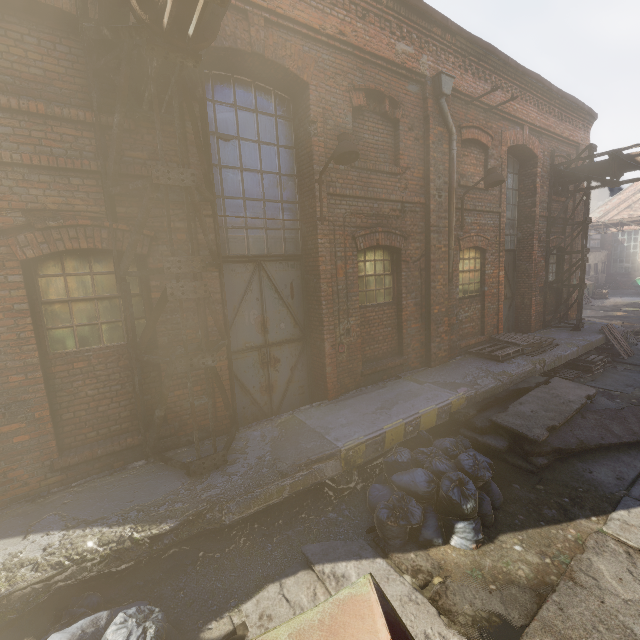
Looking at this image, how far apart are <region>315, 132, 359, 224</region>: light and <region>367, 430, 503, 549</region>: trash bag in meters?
4.0

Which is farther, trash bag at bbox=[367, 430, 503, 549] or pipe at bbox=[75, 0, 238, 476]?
trash bag at bbox=[367, 430, 503, 549]

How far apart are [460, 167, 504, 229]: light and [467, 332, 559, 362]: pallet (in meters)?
3.19

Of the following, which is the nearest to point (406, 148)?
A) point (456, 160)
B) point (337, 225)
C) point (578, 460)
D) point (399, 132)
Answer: point (399, 132)

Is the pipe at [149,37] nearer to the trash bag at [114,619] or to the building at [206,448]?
the building at [206,448]

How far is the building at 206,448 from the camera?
4.57m

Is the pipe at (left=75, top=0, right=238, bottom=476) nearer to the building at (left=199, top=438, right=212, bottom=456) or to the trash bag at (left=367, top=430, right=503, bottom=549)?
the building at (left=199, top=438, right=212, bottom=456)

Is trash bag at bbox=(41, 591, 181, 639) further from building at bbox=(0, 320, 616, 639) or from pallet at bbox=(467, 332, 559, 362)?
pallet at bbox=(467, 332, 559, 362)
